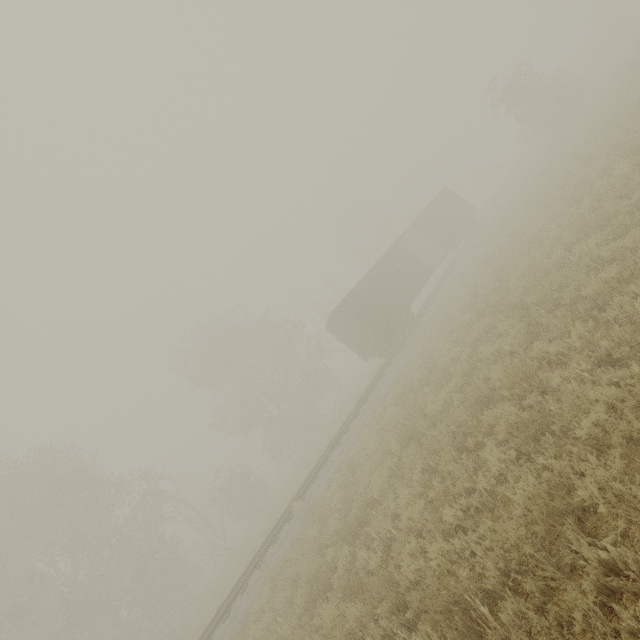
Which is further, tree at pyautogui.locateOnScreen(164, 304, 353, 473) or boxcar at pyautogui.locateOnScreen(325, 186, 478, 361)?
tree at pyautogui.locateOnScreen(164, 304, 353, 473)

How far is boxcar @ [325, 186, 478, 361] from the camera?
20.3 meters

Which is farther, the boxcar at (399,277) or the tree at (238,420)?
the tree at (238,420)

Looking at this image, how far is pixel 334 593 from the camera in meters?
7.0 m

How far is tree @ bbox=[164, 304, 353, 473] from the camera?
32.6 meters

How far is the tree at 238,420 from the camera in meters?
32.6
